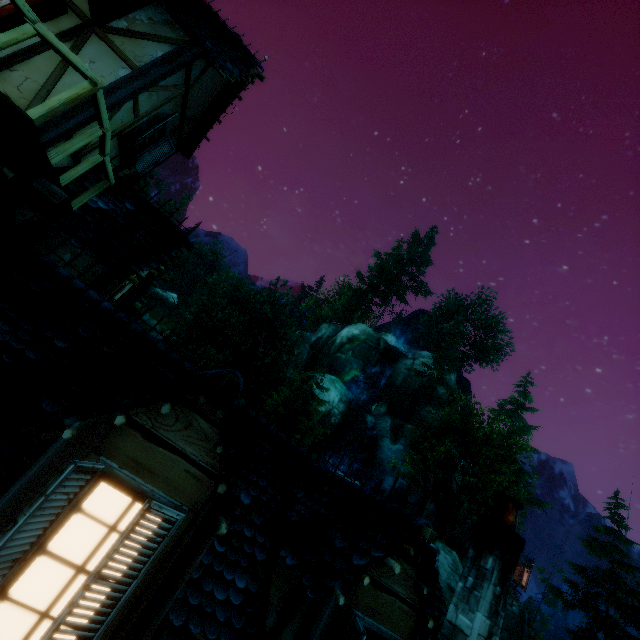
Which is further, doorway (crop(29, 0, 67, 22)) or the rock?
the rock

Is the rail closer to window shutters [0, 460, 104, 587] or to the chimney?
window shutters [0, 460, 104, 587]

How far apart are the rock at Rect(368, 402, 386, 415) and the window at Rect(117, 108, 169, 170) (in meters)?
35.20

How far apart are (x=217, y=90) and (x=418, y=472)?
33.1m

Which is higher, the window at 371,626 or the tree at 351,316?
the tree at 351,316

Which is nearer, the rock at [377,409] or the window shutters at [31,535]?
the window shutters at [31,535]

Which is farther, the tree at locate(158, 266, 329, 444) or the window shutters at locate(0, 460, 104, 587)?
the tree at locate(158, 266, 329, 444)

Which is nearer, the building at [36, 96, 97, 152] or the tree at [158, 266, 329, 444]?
the building at [36, 96, 97, 152]
